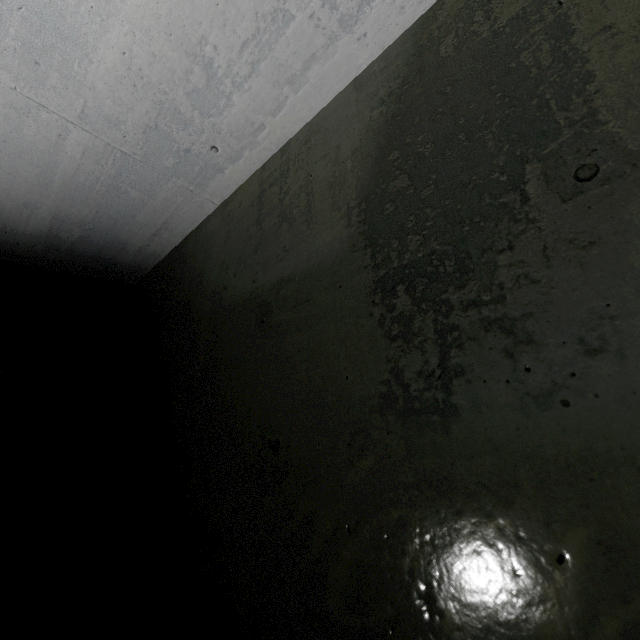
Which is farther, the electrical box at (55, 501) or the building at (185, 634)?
the electrical box at (55, 501)

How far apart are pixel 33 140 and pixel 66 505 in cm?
233

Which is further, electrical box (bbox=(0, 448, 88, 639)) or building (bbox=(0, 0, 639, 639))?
electrical box (bbox=(0, 448, 88, 639))
